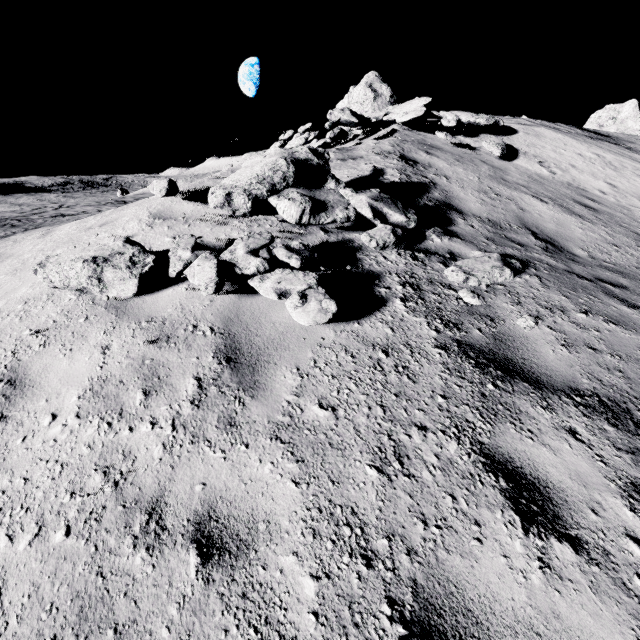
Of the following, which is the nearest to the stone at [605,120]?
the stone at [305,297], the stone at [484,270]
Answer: the stone at [484,270]

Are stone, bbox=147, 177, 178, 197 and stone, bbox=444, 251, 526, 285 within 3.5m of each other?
no

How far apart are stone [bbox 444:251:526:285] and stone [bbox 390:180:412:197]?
2.2m

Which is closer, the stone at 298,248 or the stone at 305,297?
the stone at 305,297

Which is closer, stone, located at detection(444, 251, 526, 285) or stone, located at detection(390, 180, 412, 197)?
stone, located at detection(444, 251, 526, 285)

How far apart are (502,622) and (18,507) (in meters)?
2.94

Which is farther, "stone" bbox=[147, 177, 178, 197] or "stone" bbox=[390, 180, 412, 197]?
"stone" bbox=[390, 180, 412, 197]

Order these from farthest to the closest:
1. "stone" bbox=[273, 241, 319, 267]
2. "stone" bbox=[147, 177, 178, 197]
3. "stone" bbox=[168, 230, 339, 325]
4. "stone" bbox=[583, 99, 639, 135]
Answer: "stone" bbox=[583, 99, 639, 135], "stone" bbox=[147, 177, 178, 197], "stone" bbox=[273, 241, 319, 267], "stone" bbox=[168, 230, 339, 325]
